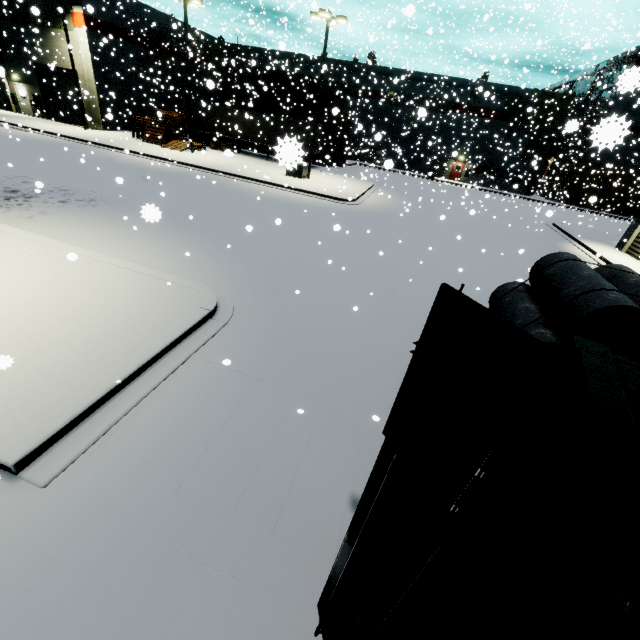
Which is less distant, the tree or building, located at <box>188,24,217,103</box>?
building, located at <box>188,24,217,103</box>

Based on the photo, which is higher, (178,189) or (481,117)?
(481,117)

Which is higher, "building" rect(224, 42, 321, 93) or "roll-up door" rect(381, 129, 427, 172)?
"building" rect(224, 42, 321, 93)

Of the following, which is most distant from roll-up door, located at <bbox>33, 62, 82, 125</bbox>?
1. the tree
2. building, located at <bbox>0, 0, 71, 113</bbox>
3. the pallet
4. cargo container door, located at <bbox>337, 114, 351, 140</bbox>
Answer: cargo container door, located at <bbox>337, 114, 351, 140</bbox>

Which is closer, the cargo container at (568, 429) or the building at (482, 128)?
the cargo container at (568, 429)

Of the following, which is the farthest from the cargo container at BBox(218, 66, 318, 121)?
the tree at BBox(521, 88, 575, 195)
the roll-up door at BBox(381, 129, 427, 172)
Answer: the tree at BBox(521, 88, 575, 195)

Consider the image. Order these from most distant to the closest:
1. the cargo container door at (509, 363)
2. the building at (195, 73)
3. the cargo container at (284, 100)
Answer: the cargo container at (284, 100)
the building at (195, 73)
the cargo container door at (509, 363)

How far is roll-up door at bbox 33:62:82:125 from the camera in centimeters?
2984cm
